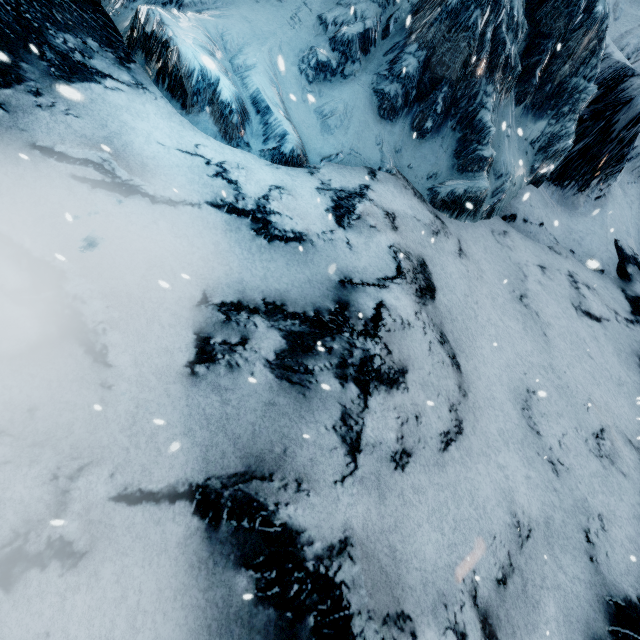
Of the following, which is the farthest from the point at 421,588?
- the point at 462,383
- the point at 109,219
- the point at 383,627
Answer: the point at 109,219
